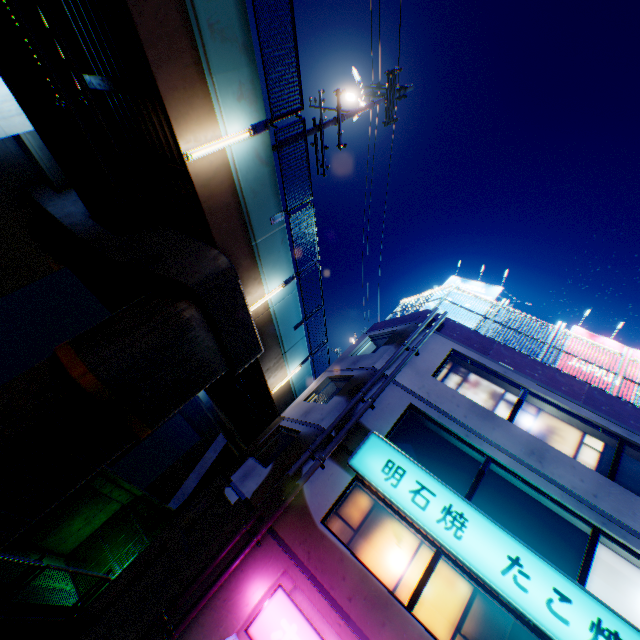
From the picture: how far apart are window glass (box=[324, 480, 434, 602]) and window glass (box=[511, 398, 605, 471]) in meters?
4.4 m

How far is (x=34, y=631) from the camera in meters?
7.3

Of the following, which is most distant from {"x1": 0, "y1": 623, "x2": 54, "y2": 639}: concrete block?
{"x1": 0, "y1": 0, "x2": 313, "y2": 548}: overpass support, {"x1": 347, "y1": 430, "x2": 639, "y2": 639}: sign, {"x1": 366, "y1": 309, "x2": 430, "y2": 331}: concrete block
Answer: {"x1": 366, "y1": 309, "x2": 430, "y2": 331}: concrete block

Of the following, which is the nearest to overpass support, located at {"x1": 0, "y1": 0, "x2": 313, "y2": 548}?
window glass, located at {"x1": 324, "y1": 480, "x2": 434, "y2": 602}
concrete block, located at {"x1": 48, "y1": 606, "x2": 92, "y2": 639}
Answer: concrete block, located at {"x1": 48, "y1": 606, "x2": 92, "y2": 639}

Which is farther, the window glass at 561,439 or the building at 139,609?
the window glass at 561,439

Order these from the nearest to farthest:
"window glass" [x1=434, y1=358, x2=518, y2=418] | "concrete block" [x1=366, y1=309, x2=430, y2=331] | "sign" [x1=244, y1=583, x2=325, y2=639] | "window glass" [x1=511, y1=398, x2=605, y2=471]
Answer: "sign" [x1=244, y1=583, x2=325, y2=639], "window glass" [x1=511, y1=398, x2=605, y2=471], "window glass" [x1=434, y1=358, x2=518, y2=418], "concrete block" [x1=366, y1=309, x2=430, y2=331]

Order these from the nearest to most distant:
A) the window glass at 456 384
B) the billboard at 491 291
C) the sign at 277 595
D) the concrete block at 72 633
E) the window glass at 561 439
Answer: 1. the sign at 277 595
2. the concrete block at 72 633
3. the window glass at 561 439
4. the window glass at 456 384
5. the billboard at 491 291

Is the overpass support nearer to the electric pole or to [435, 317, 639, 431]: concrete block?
the electric pole
